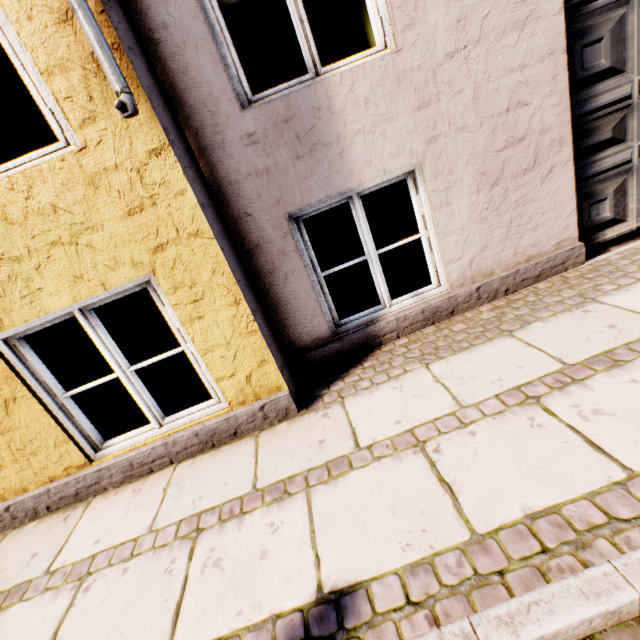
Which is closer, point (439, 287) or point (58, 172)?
point (58, 172)
